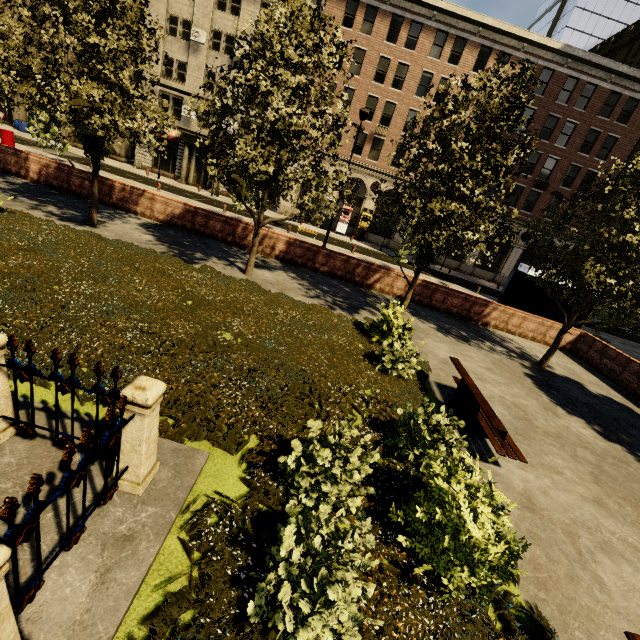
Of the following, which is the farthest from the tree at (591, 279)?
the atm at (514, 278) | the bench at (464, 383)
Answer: the atm at (514, 278)

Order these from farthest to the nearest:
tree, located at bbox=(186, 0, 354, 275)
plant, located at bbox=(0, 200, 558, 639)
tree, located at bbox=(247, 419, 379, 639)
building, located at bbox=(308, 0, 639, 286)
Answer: building, located at bbox=(308, 0, 639, 286)
tree, located at bbox=(186, 0, 354, 275)
plant, located at bbox=(0, 200, 558, 639)
tree, located at bbox=(247, 419, 379, 639)

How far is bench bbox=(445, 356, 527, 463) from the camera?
5.8m

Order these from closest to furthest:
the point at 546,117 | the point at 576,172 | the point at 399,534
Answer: the point at 399,534, the point at 546,117, the point at 576,172

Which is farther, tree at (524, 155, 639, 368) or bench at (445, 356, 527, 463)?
tree at (524, 155, 639, 368)

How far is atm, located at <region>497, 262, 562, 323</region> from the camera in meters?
15.3 m

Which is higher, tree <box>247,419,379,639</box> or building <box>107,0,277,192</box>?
building <box>107,0,277,192</box>

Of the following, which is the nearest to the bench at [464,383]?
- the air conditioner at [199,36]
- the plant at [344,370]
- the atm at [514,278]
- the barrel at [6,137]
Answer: the plant at [344,370]
